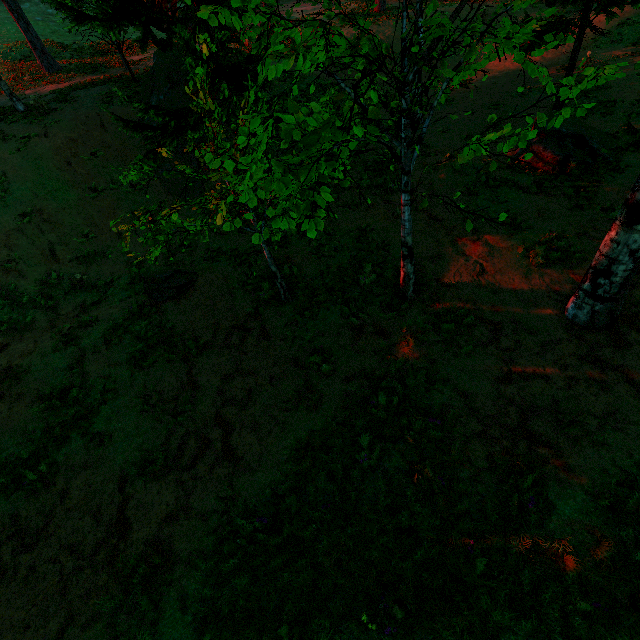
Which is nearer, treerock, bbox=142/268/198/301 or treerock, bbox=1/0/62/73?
treerock, bbox=142/268/198/301

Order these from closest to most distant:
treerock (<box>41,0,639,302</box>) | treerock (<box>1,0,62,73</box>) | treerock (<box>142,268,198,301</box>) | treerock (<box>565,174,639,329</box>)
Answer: treerock (<box>41,0,639,302</box>)
treerock (<box>565,174,639,329</box>)
treerock (<box>142,268,198,301</box>)
treerock (<box>1,0,62,73</box>)

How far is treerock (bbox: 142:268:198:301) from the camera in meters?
9.5 m

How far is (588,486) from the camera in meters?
4.7 m

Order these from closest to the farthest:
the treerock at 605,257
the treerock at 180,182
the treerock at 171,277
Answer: the treerock at 180,182
the treerock at 605,257
the treerock at 171,277

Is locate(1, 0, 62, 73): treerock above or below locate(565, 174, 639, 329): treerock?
above

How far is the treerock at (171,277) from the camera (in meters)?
9.47
